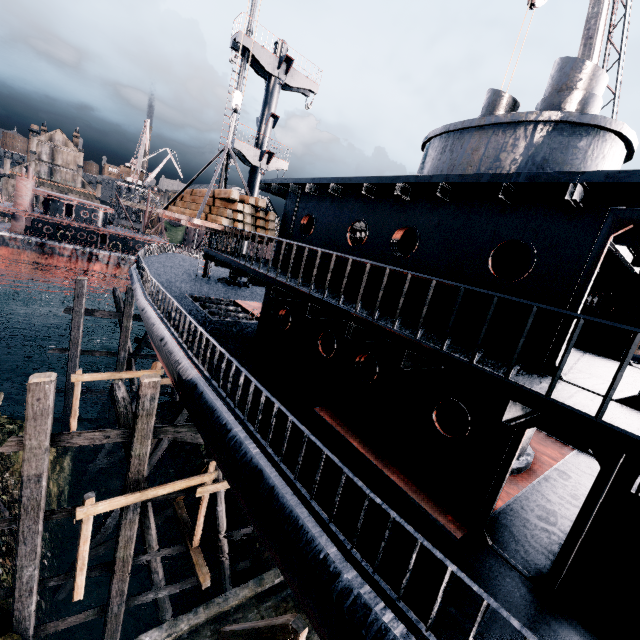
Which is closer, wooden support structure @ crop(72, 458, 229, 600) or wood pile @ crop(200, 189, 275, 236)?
wooden support structure @ crop(72, 458, 229, 600)

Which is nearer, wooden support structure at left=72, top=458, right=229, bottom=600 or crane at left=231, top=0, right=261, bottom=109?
wooden support structure at left=72, top=458, right=229, bottom=600

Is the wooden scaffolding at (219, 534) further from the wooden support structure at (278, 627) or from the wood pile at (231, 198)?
the wood pile at (231, 198)

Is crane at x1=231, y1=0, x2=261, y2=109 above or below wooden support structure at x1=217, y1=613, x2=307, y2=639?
above

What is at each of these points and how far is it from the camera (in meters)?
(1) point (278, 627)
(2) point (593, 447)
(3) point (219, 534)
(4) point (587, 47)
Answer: (1) wooden support structure, 7.93
(2) ship, 4.62
(3) wooden scaffolding, 13.62
(4) crane, 15.12

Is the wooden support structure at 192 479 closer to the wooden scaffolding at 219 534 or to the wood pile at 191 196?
the wooden scaffolding at 219 534

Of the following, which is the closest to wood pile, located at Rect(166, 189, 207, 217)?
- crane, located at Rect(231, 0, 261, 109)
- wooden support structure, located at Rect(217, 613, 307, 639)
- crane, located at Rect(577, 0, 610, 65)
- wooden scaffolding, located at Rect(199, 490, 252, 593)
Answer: crane, located at Rect(231, 0, 261, 109)

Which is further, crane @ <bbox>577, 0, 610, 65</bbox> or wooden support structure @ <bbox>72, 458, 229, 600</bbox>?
crane @ <bbox>577, 0, 610, 65</bbox>
